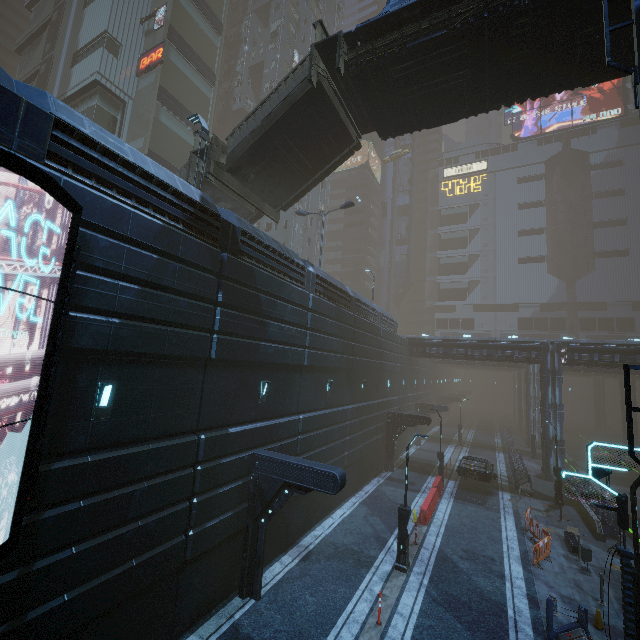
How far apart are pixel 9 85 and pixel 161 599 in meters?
13.2 m

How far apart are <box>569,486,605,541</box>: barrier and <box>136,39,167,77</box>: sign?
44.33m

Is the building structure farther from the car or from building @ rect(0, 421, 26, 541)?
the car

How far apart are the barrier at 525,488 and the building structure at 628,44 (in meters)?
23.74

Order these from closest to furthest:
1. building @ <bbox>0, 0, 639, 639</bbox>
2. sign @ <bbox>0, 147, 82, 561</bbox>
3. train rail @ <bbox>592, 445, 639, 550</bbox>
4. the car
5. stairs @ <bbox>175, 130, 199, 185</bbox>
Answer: sign @ <bbox>0, 147, 82, 561</bbox> → building @ <bbox>0, 0, 639, 639</bbox> → stairs @ <bbox>175, 130, 199, 185</bbox> → train rail @ <bbox>592, 445, 639, 550</bbox> → the car

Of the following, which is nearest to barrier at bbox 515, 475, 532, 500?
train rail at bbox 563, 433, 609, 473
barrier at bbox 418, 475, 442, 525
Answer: train rail at bbox 563, 433, 609, 473

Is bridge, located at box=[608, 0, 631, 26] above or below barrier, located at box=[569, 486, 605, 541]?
above

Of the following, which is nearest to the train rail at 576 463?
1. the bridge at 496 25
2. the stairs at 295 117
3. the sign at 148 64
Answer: the bridge at 496 25
